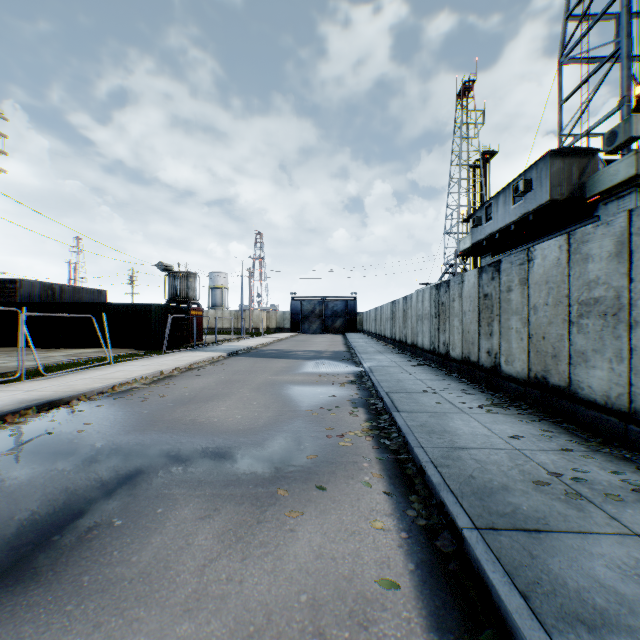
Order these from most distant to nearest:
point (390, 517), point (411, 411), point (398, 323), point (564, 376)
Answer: point (398, 323), point (411, 411), point (564, 376), point (390, 517)

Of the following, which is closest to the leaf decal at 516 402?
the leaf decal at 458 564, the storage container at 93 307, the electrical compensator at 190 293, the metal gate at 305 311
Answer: the leaf decal at 458 564

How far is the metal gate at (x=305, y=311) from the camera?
53.4m

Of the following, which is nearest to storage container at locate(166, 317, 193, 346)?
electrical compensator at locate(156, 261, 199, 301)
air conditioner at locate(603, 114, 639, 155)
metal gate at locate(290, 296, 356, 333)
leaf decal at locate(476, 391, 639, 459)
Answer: electrical compensator at locate(156, 261, 199, 301)

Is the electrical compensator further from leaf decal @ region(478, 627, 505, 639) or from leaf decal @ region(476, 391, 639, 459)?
leaf decal @ region(478, 627, 505, 639)

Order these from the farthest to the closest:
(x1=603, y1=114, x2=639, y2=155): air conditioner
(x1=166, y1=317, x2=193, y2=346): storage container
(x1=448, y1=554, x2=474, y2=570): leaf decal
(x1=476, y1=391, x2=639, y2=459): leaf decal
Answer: (x1=166, y1=317, x2=193, y2=346): storage container, (x1=603, y1=114, x2=639, y2=155): air conditioner, (x1=476, y1=391, x2=639, y2=459): leaf decal, (x1=448, y1=554, x2=474, y2=570): leaf decal

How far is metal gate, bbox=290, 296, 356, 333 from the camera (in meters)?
53.41

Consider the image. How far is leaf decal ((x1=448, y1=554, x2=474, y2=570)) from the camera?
2.6 meters
